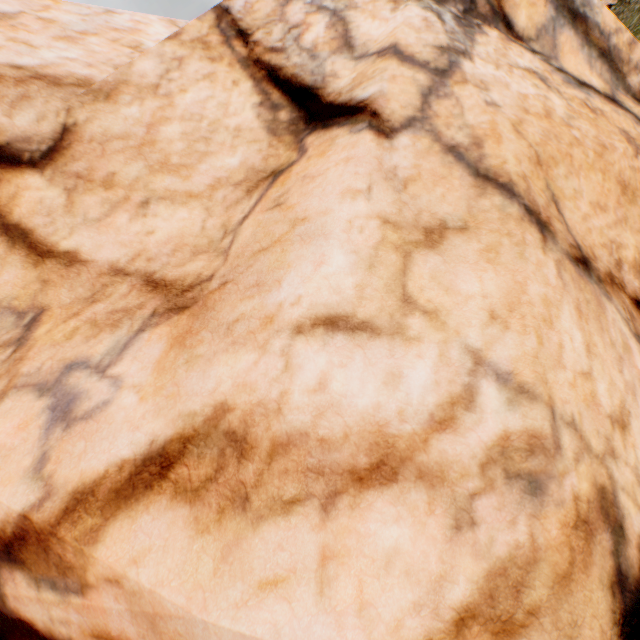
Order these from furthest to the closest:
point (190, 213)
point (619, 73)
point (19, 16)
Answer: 1. point (619, 73)
2. point (19, 16)
3. point (190, 213)
